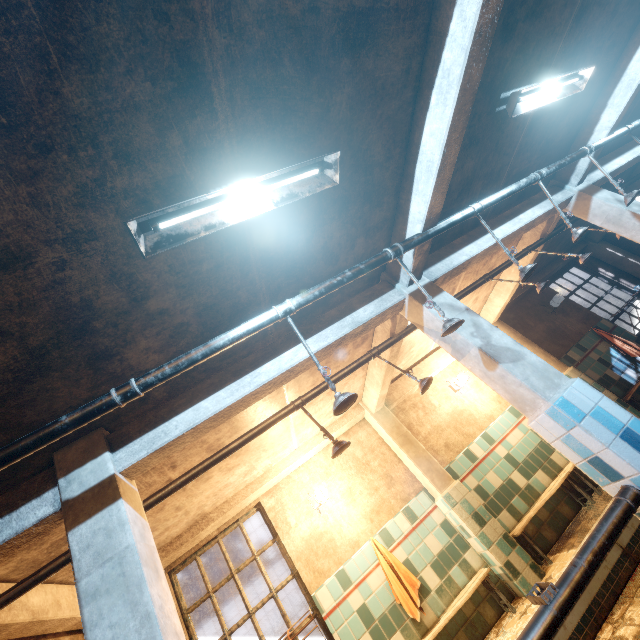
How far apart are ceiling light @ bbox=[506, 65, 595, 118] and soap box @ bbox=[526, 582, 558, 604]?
3.2m

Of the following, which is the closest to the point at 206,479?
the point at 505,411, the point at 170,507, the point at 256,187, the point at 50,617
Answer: the point at 170,507

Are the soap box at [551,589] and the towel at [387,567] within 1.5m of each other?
no

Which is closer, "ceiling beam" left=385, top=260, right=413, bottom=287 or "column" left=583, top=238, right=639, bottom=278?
"ceiling beam" left=385, top=260, right=413, bottom=287

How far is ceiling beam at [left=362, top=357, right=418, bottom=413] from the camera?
4.3m

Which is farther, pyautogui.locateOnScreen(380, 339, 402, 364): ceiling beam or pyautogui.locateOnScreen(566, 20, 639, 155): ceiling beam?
pyautogui.locateOnScreen(380, 339, 402, 364): ceiling beam

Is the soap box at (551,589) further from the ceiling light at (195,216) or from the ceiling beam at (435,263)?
the ceiling light at (195,216)

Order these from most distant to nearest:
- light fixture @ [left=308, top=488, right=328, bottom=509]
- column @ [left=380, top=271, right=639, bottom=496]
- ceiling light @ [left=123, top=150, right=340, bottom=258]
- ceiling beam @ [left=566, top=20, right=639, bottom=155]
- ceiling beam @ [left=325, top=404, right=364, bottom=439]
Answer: ceiling beam @ [left=325, top=404, right=364, bottom=439], light fixture @ [left=308, top=488, right=328, bottom=509], ceiling beam @ [left=566, top=20, right=639, bottom=155], column @ [left=380, top=271, right=639, bottom=496], ceiling light @ [left=123, top=150, right=340, bottom=258]
